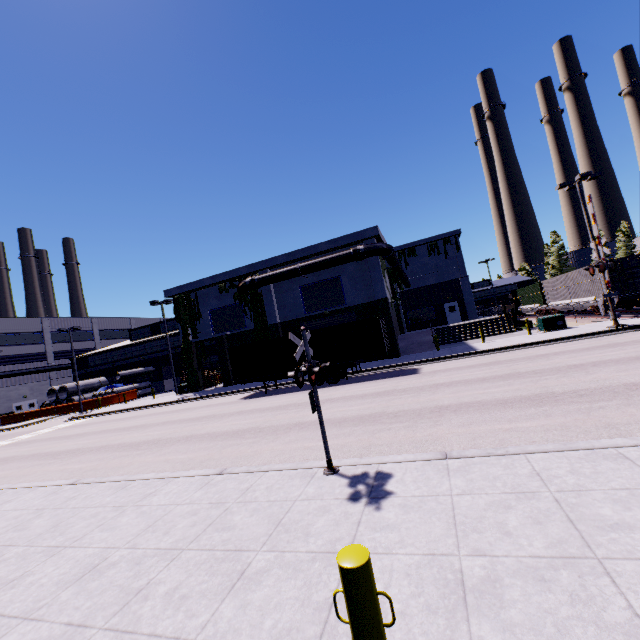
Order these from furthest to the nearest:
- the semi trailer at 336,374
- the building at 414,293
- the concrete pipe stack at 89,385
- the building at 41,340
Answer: the building at 41,340 → the concrete pipe stack at 89,385 → the building at 414,293 → the semi trailer at 336,374

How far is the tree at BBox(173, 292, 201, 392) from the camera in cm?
3188

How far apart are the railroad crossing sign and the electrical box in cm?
2202

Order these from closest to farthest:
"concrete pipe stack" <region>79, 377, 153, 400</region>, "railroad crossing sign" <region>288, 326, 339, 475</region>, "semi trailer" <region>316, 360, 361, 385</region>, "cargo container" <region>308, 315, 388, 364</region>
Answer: "railroad crossing sign" <region>288, 326, 339, 475</region> → "cargo container" <region>308, 315, 388, 364</region> → "semi trailer" <region>316, 360, 361, 385</region> → "concrete pipe stack" <region>79, 377, 153, 400</region>

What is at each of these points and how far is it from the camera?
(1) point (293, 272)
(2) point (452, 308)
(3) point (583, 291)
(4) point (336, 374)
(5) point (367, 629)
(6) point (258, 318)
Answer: (1) pipe, 27.2 meters
(2) door, 37.5 meters
(3) cargo container, 26.1 meters
(4) semi trailer, 20.1 meters
(5) post, 1.9 meters
(6) tree, 30.0 meters

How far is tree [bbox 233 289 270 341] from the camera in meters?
29.7

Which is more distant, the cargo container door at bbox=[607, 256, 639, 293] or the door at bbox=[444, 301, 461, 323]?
the door at bbox=[444, 301, 461, 323]

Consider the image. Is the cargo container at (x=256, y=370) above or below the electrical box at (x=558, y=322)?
above
